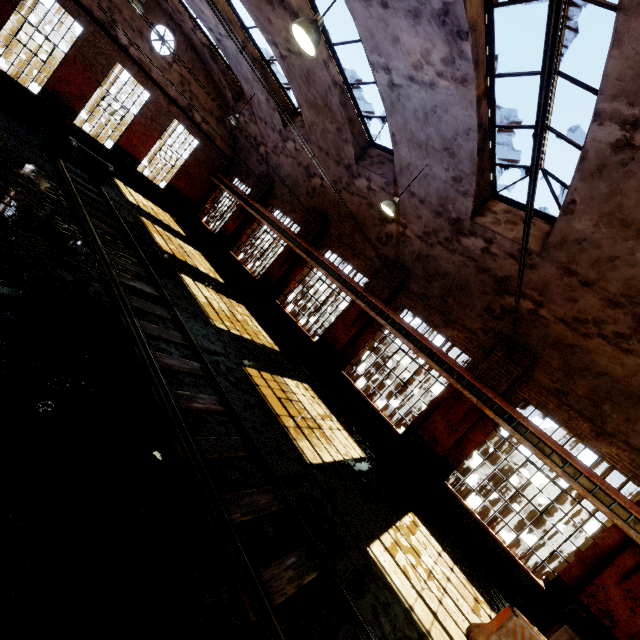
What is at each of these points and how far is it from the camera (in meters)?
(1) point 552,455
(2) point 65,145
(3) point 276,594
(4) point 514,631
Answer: (1) beam, 8.38
(2) rail track end, 11.60
(3) rail track, 3.68
(4) concrete barricade, 5.48

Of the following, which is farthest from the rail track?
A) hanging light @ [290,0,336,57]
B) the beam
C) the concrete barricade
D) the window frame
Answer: the window frame

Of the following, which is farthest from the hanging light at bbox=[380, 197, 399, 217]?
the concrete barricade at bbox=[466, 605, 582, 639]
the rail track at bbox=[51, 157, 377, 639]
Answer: the concrete barricade at bbox=[466, 605, 582, 639]

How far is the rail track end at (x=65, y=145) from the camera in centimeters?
1166cm

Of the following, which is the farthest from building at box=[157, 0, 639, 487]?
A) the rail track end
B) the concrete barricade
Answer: the rail track end

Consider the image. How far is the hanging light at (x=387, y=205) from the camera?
8.90m

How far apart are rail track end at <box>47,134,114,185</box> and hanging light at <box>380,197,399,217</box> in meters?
10.9

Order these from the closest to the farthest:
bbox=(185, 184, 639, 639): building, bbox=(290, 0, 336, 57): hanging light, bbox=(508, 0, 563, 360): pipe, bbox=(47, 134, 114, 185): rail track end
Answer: bbox=(508, 0, 563, 360): pipe
bbox=(290, 0, 336, 57): hanging light
bbox=(185, 184, 639, 639): building
bbox=(47, 134, 114, 185): rail track end
